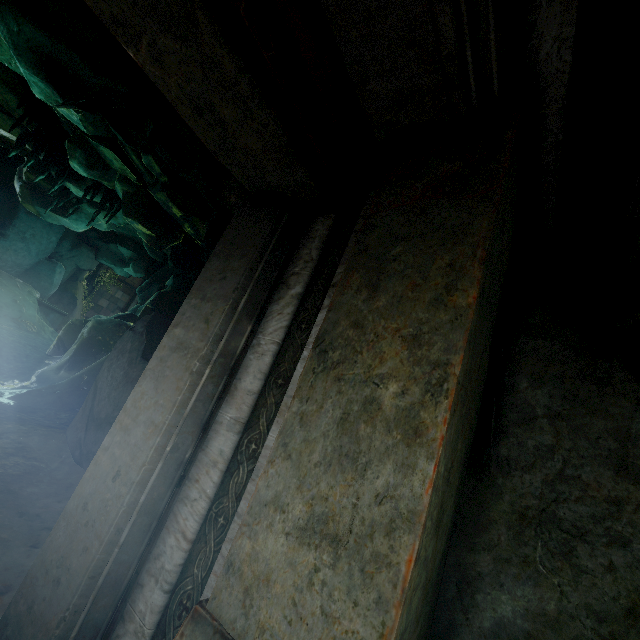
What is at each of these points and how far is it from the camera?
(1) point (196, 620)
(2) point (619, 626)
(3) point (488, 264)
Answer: (1) stone, 1.1 meters
(2) rock, 1.5 meters
(3) stone column, 1.3 meters

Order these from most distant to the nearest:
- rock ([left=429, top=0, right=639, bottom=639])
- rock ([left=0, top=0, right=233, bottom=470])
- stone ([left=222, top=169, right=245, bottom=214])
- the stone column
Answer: rock ([left=0, top=0, right=233, bottom=470]) → stone ([left=222, top=169, right=245, bottom=214]) → rock ([left=429, top=0, right=639, bottom=639]) → the stone column

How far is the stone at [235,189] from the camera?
2.9m

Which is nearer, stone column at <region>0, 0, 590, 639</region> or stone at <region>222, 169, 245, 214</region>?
stone column at <region>0, 0, 590, 639</region>

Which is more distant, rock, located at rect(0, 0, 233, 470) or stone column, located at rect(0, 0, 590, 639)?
rock, located at rect(0, 0, 233, 470)

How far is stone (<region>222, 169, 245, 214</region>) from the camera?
2.87m

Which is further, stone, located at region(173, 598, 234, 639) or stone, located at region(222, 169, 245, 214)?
stone, located at region(222, 169, 245, 214)

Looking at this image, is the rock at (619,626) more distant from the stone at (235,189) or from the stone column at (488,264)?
the stone at (235,189)
